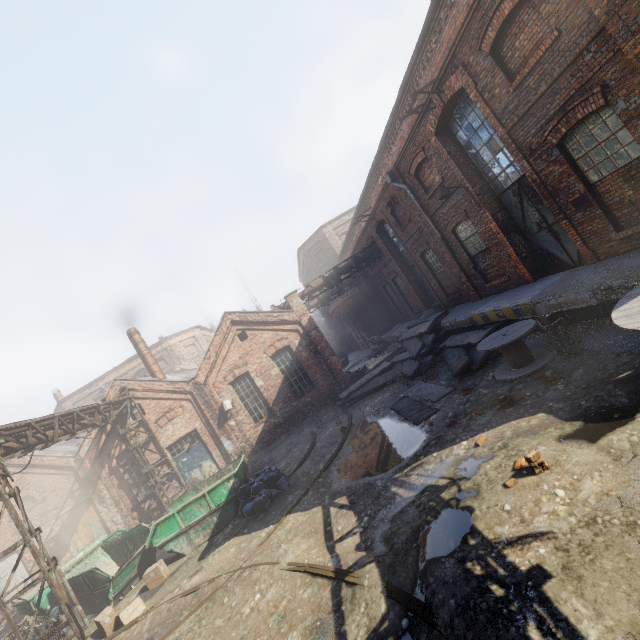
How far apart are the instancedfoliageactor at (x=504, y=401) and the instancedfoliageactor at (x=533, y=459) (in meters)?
2.13

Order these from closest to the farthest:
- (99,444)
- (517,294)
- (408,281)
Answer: (517,294) < (99,444) < (408,281)

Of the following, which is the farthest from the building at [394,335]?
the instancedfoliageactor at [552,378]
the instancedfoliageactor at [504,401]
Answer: the instancedfoliageactor at [504,401]

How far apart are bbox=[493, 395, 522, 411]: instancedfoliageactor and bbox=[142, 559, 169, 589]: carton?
10.3 meters

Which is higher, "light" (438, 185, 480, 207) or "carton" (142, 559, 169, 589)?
"light" (438, 185, 480, 207)

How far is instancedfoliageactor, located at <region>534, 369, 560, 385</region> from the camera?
6.8m

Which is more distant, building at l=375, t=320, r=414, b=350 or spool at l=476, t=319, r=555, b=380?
building at l=375, t=320, r=414, b=350

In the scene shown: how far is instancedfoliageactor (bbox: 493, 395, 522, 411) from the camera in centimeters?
695cm
